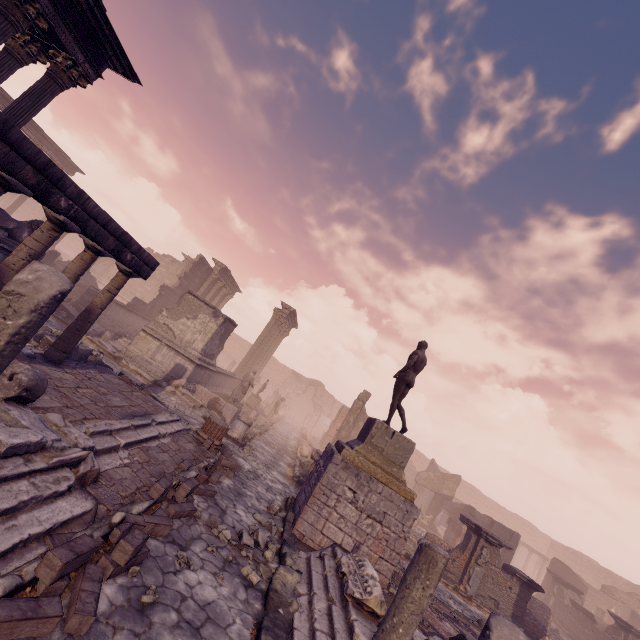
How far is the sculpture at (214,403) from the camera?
13.9 meters

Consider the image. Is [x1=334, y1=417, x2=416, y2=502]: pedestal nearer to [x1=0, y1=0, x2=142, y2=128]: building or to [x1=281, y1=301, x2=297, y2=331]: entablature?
[x1=0, y1=0, x2=142, y2=128]: building

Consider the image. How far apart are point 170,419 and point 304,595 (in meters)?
5.17

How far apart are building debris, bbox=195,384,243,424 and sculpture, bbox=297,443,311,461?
3.37m

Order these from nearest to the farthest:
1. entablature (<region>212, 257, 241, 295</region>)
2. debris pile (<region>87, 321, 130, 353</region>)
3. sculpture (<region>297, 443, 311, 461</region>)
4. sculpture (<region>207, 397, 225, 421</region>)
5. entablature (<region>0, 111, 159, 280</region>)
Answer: entablature (<region>0, 111, 159, 280</region>) → debris pile (<region>87, 321, 130, 353</region>) → sculpture (<region>207, 397, 225, 421</region>) → sculpture (<region>297, 443, 311, 461</region>) → entablature (<region>212, 257, 241, 295</region>)

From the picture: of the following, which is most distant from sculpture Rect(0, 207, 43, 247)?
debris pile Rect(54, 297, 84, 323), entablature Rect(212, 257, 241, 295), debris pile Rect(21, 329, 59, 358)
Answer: entablature Rect(212, 257, 241, 295)

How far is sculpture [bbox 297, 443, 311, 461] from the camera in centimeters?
1581cm

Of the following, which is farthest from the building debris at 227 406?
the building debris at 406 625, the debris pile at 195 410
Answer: the building debris at 406 625
